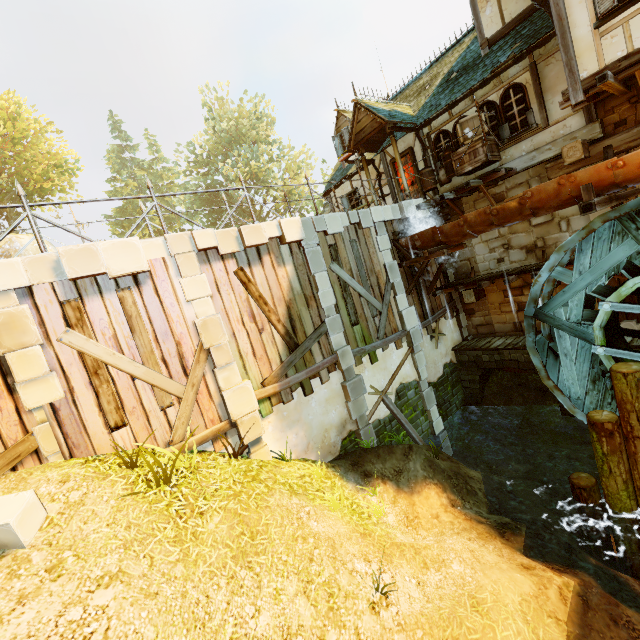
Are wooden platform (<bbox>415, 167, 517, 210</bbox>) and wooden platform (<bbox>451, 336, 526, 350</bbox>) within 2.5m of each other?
no

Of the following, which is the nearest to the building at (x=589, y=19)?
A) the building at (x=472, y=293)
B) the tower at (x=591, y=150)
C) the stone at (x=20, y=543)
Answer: the tower at (x=591, y=150)

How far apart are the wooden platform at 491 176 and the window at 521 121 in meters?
0.8

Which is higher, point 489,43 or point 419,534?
point 489,43

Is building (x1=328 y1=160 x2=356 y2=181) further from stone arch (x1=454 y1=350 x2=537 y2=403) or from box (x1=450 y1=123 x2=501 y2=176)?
stone arch (x1=454 y1=350 x2=537 y2=403)

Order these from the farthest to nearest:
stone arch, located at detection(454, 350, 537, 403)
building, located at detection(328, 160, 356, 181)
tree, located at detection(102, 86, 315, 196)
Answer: tree, located at detection(102, 86, 315, 196) → building, located at detection(328, 160, 356, 181) → stone arch, located at detection(454, 350, 537, 403)

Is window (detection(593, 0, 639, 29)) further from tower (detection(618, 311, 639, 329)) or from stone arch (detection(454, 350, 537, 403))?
stone arch (detection(454, 350, 537, 403))

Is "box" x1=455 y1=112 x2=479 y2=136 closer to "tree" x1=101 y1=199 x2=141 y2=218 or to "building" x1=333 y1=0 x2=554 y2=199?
"building" x1=333 y1=0 x2=554 y2=199
